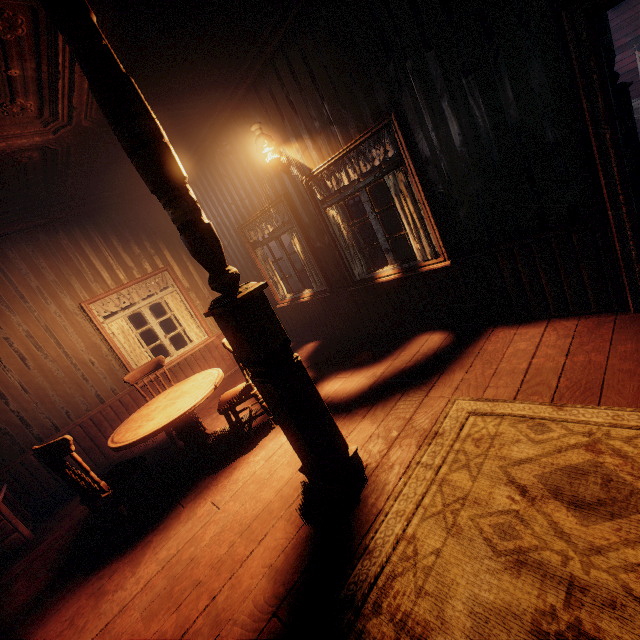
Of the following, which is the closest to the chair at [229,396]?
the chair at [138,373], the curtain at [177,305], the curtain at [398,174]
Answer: the chair at [138,373]

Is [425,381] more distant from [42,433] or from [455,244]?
[42,433]

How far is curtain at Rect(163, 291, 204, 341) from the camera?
6.1m

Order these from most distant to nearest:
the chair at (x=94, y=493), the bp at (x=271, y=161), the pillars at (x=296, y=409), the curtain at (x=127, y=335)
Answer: the curtain at (x=127, y=335), the bp at (x=271, y=161), the chair at (x=94, y=493), the pillars at (x=296, y=409)

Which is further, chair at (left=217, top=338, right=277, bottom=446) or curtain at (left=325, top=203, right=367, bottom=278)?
curtain at (left=325, top=203, right=367, bottom=278)

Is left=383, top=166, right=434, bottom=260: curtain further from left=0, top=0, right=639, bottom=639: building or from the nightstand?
the nightstand

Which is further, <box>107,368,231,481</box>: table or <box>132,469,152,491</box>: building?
<box>132,469,152,491</box>: building

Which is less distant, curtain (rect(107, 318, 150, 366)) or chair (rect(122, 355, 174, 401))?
chair (rect(122, 355, 174, 401))
